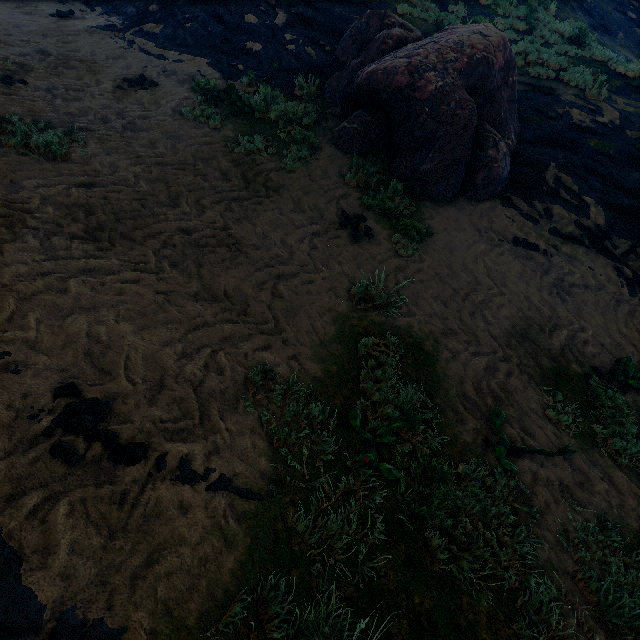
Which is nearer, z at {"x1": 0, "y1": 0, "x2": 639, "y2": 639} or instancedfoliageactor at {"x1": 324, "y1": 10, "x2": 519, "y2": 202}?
z at {"x1": 0, "y1": 0, "x2": 639, "y2": 639}

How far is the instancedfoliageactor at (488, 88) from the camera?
6.1 meters

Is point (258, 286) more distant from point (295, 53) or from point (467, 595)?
point (295, 53)

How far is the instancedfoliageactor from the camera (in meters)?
6.08

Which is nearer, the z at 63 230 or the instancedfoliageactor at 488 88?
the z at 63 230
